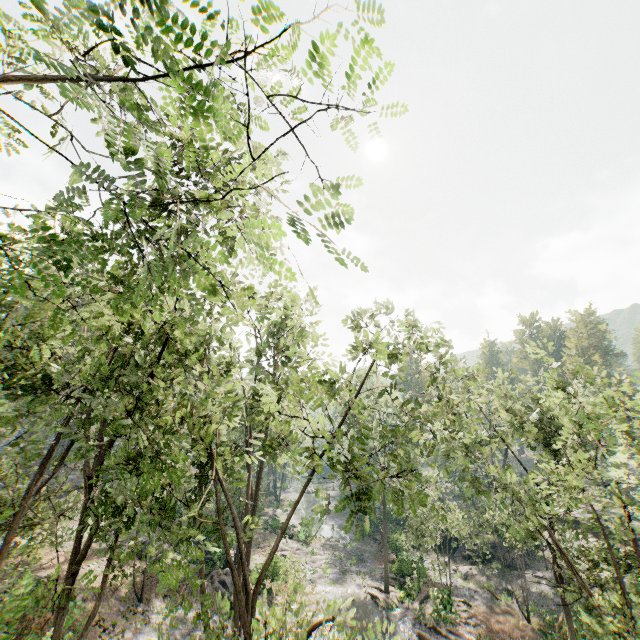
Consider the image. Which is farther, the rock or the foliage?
the rock

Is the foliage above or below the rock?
above

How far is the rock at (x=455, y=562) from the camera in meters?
32.5

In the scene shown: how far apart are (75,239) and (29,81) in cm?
555

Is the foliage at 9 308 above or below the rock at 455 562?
above

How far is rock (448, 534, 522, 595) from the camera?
32.5m
